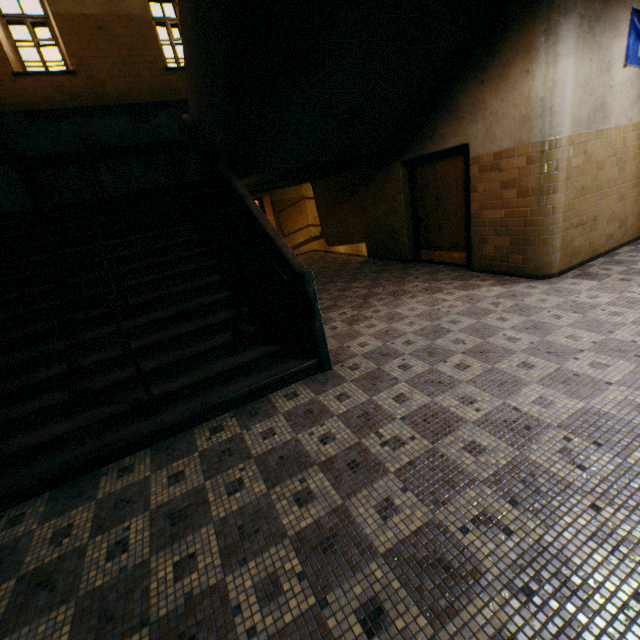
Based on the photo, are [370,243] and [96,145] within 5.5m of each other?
no

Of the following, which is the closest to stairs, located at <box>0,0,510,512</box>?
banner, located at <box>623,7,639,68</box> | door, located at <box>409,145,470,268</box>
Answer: door, located at <box>409,145,470,268</box>

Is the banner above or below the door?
above

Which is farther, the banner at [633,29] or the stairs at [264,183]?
the banner at [633,29]

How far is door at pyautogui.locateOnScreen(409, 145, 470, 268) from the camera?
5.9 meters

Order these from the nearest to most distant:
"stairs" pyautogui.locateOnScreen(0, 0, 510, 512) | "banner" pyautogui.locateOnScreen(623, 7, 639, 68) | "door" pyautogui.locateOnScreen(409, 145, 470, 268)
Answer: "stairs" pyautogui.locateOnScreen(0, 0, 510, 512) → "banner" pyautogui.locateOnScreen(623, 7, 639, 68) → "door" pyautogui.locateOnScreen(409, 145, 470, 268)

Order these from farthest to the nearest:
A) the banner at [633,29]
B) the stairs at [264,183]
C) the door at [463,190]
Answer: the door at [463,190] < the banner at [633,29] < the stairs at [264,183]
